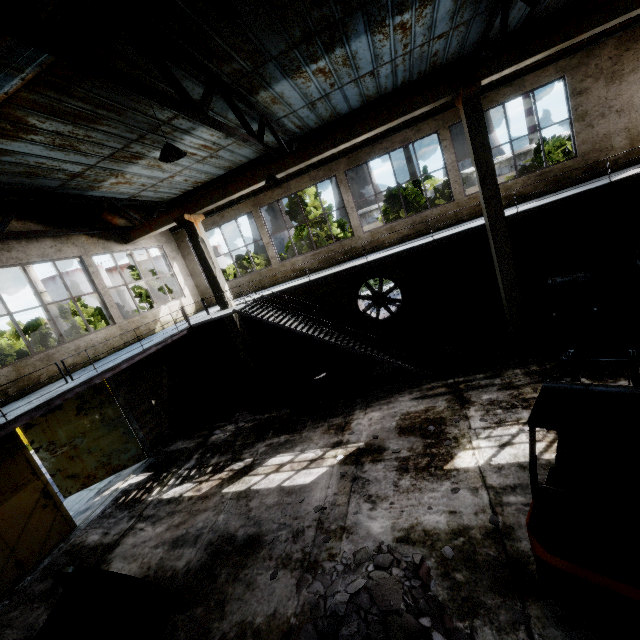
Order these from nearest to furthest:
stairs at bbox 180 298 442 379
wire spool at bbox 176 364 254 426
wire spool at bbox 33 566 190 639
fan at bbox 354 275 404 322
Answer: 1. wire spool at bbox 33 566 190 639
2. stairs at bbox 180 298 442 379
3. wire spool at bbox 176 364 254 426
4. fan at bbox 354 275 404 322

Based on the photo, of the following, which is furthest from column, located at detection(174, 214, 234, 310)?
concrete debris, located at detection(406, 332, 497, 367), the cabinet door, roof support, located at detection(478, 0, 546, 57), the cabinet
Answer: the cabinet door

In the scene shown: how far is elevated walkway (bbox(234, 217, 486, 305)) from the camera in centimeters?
1064cm

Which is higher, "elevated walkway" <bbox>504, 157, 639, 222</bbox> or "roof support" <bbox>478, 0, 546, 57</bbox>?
"roof support" <bbox>478, 0, 546, 57</bbox>

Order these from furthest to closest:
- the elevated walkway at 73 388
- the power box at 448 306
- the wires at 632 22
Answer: the power box at 448 306 < the wires at 632 22 < the elevated walkway at 73 388

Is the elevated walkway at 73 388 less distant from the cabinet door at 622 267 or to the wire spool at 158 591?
the wire spool at 158 591

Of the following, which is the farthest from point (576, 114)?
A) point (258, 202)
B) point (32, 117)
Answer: point (32, 117)

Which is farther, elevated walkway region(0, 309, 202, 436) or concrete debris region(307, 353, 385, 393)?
concrete debris region(307, 353, 385, 393)
